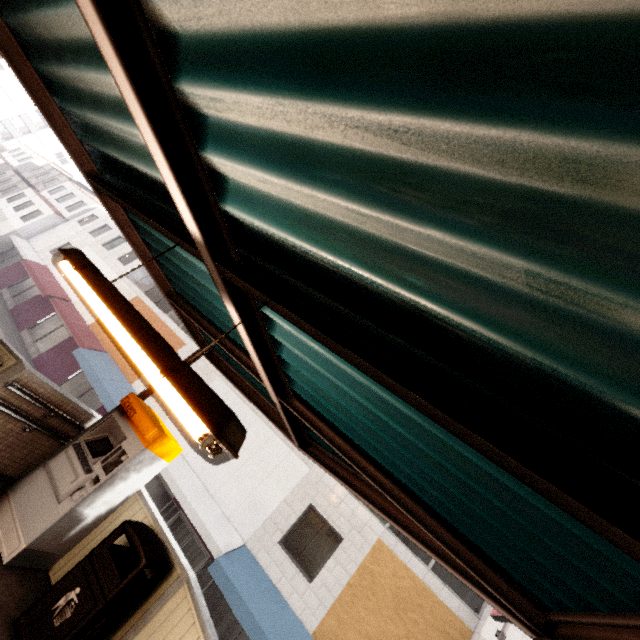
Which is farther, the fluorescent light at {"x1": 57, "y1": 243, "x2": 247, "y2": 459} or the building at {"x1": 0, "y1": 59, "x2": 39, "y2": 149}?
the building at {"x1": 0, "y1": 59, "x2": 39, "y2": 149}

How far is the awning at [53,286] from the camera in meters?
13.7

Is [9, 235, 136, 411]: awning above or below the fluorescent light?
below

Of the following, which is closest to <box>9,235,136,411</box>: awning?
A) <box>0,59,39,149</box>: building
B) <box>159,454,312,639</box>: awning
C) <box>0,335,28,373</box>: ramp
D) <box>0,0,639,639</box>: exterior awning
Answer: <box>159,454,312,639</box>: awning

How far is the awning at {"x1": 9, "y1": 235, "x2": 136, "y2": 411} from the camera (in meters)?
13.70

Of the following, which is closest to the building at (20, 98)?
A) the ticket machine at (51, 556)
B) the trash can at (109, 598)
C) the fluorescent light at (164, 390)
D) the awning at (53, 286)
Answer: the awning at (53, 286)

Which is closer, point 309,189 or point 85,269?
point 309,189

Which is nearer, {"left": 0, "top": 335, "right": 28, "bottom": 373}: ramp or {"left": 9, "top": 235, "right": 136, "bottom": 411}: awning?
{"left": 0, "top": 335, "right": 28, "bottom": 373}: ramp
